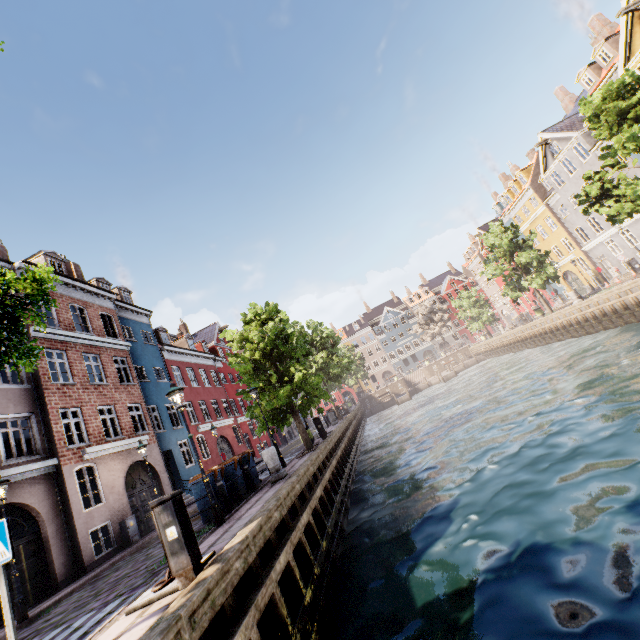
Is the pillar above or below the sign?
below

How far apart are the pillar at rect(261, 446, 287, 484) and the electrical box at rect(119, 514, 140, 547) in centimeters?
793cm

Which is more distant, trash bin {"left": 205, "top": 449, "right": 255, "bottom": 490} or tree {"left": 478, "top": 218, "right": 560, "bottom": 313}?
tree {"left": 478, "top": 218, "right": 560, "bottom": 313}

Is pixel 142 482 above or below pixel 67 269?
below

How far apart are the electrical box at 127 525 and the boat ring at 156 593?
10.8m

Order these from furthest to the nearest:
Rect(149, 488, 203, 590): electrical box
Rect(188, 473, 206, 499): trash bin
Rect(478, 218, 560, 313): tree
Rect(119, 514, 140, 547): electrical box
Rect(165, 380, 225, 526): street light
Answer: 1. Rect(478, 218, 560, 313): tree
2. Rect(119, 514, 140, 547): electrical box
3. Rect(188, 473, 206, 499): trash bin
4. Rect(165, 380, 225, 526): street light
5. Rect(149, 488, 203, 590): electrical box

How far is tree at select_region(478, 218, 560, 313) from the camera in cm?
2881

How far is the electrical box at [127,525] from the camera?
13.7m
